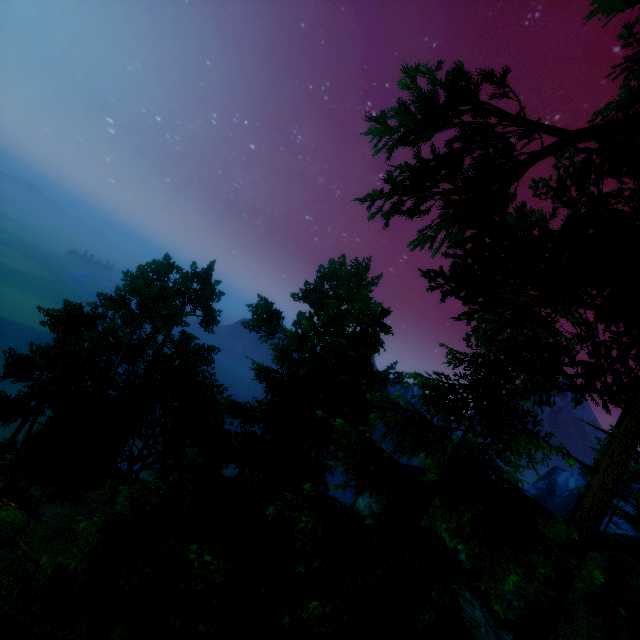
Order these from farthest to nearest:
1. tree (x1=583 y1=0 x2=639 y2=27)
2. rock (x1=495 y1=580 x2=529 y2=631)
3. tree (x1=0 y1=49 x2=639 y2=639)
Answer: rock (x1=495 y1=580 x2=529 y2=631) < tree (x1=0 y1=49 x2=639 y2=639) < tree (x1=583 y1=0 x2=639 y2=27)

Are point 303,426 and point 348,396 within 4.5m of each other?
yes

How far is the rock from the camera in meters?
16.0 m

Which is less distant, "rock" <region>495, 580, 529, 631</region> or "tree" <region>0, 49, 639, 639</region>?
"tree" <region>0, 49, 639, 639</region>

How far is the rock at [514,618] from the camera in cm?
1605

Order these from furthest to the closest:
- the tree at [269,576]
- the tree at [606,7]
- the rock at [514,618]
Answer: the rock at [514,618] → the tree at [269,576] → the tree at [606,7]

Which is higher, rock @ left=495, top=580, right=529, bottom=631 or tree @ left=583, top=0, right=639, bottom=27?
tree @ left=583, top=0, right=639, bottom=27
